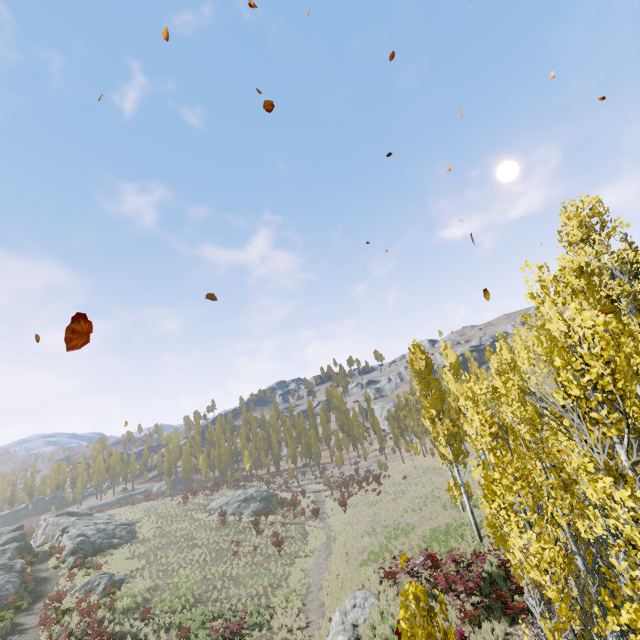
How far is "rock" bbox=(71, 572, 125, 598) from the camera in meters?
24.3

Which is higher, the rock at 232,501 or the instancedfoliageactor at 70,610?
the rock at 232,501

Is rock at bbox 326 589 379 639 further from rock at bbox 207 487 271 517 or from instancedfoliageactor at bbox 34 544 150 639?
rock at bbox 207 487 271 517

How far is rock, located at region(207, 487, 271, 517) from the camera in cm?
4222

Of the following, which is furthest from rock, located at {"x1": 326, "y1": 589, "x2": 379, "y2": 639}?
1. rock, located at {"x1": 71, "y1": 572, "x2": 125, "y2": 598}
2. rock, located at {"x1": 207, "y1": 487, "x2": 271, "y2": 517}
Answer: rock, located at {"x1": 207, "y1": 487, "x2": 271, "y2": 517}

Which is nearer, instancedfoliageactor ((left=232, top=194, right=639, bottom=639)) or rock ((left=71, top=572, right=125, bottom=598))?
instancedfoliageactor ((left=232, top=194, right=639, bottom=639))

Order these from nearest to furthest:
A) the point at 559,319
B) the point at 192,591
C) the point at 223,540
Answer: the point at 559,319
the point at 192,591
the point at 223,540

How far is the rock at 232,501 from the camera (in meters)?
42.22
